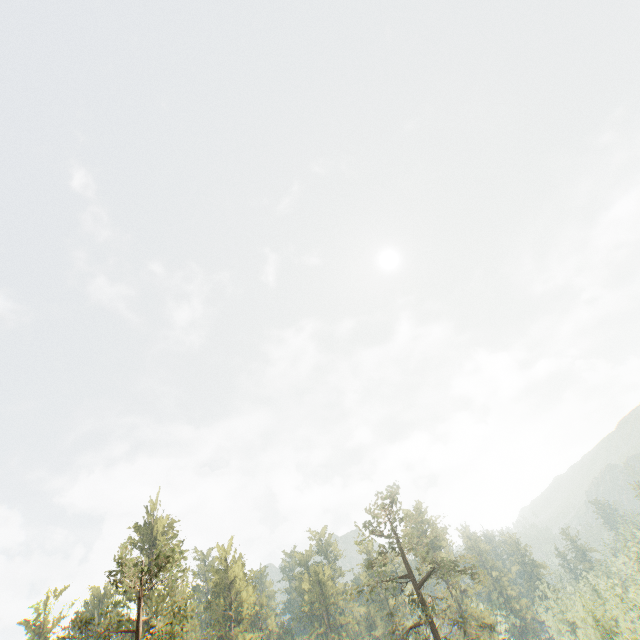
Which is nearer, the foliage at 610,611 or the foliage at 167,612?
the foliage at 167,612

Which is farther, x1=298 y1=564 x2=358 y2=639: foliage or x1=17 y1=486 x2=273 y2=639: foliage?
x1=298 y1=564 x2=358 y2=639: foliage

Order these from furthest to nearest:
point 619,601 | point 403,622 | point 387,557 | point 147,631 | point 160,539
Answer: point 160,539 < point 619,601 < point 147,631 < point 387,557 < point 403,622

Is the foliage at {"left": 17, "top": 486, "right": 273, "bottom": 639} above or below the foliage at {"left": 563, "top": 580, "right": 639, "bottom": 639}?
above

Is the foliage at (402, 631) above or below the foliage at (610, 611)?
above

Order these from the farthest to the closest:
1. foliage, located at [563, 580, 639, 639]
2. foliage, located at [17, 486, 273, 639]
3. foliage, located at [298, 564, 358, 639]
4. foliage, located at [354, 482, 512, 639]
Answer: foliage, located at [298, 564, 358, 639], foliage, located at [563, 580, 639, 639], foliage, located at [354, 482, 512, 639], foliage, located at [17, 486, 273, 639]
